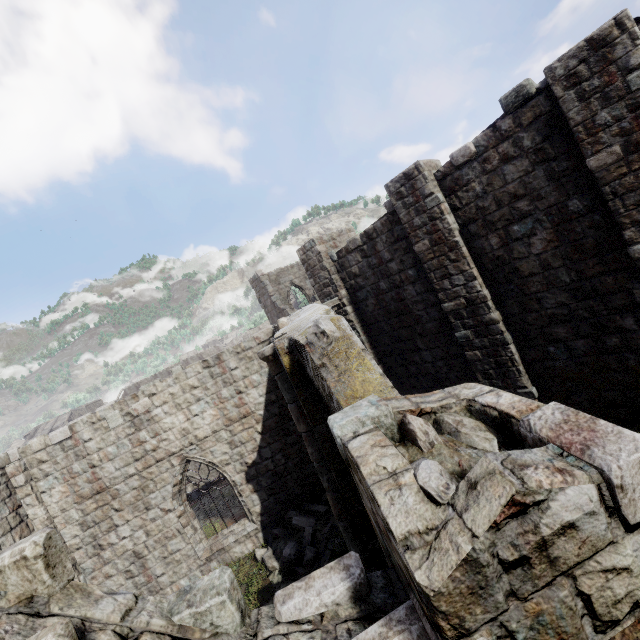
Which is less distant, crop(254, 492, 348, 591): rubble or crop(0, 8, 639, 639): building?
crop(0, 8, 639, 639): building

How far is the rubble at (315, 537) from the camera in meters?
8.5 m

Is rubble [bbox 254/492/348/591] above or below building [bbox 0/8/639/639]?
below

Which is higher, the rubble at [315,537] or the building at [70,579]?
the building at [70,579]

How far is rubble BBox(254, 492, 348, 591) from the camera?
8.5m

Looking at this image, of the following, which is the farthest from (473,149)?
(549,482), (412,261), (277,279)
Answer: (277,279)
